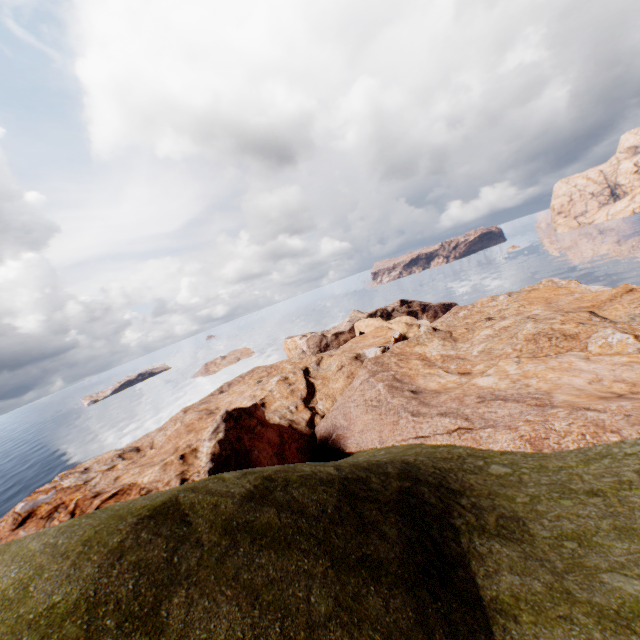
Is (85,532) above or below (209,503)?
above
